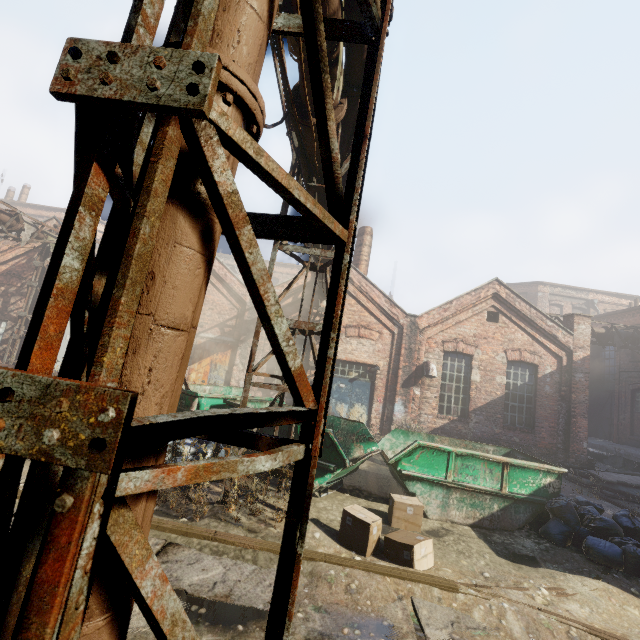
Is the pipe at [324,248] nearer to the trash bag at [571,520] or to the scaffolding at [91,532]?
the scaffolding at [91,532]

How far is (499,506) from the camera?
6.4 meters

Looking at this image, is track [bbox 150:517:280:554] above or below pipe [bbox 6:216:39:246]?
below

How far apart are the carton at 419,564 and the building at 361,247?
12.3 meters

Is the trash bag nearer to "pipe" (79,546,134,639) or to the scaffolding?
"pipe" (79,546,134,639)

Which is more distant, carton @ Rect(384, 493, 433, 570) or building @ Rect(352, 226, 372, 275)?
building @ Rect(352, 226, 372, 275)

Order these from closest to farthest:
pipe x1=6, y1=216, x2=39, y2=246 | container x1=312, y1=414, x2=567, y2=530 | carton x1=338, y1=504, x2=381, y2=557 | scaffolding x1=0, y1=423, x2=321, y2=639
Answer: scaffolding x1=0, y1=423, x2=321, y2=639
carton x1=338, y1=504, x2=381, y2=557
container x1=312, y1=414, x2=567, y2=530
pipe x1=6, y1=216, x2=39, y2=246
